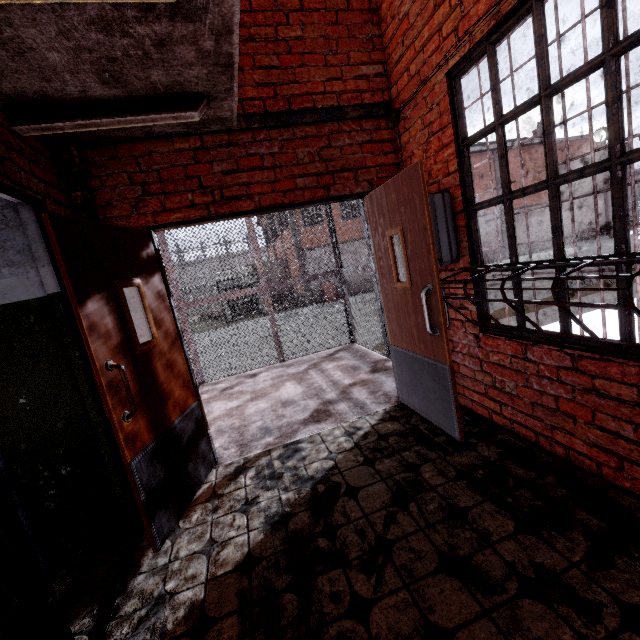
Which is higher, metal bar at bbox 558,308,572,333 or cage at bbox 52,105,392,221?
cage at bbox 52,105,392,221

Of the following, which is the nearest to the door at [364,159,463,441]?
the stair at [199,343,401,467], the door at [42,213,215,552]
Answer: the stair at [199,343,401,467]

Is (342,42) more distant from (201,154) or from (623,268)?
(623,268)

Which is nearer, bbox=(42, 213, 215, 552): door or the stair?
bbox=(42, 213, 215, 552): door

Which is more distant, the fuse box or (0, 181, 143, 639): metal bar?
the fuse box

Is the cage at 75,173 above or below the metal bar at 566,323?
above

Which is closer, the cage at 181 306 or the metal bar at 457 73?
the metal bar at 457 73

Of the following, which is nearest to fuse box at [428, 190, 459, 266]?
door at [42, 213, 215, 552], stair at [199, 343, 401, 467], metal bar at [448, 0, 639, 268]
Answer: metal bar at [448, 0, 639, 268]
